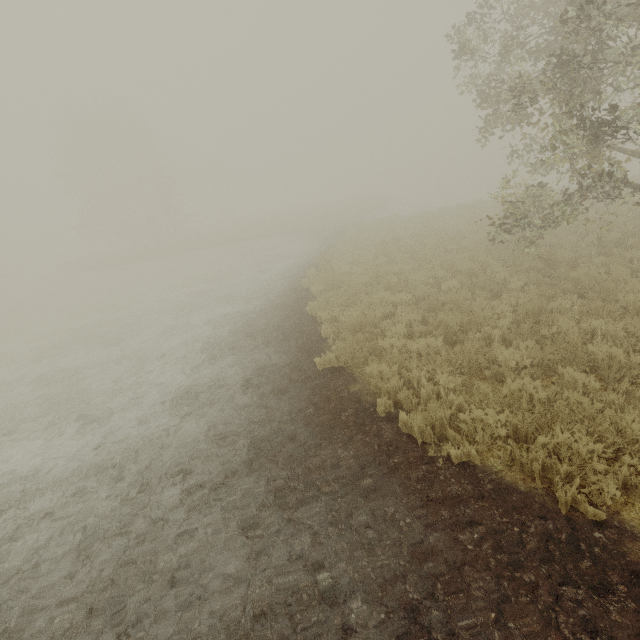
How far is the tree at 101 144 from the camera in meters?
34.4

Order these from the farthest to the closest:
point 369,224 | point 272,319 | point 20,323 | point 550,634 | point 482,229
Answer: point 369,224 → point 20,323 → point 482,229 → point 272,319 → point 550,634

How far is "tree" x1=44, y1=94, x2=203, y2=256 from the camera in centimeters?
3441cm
